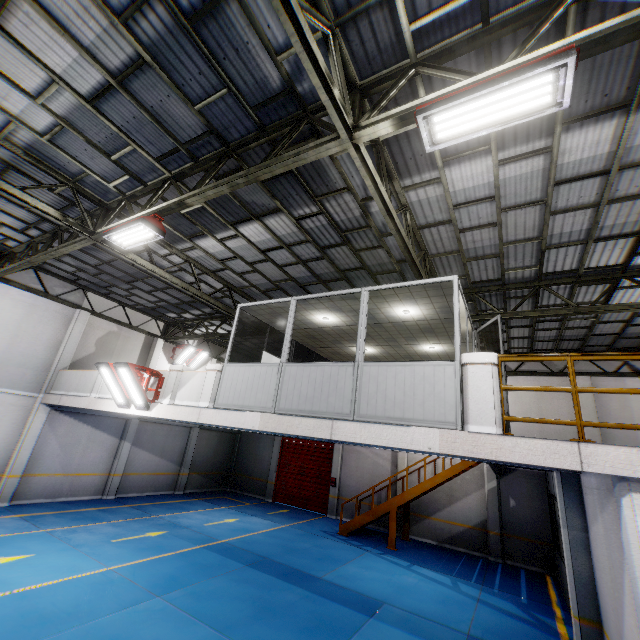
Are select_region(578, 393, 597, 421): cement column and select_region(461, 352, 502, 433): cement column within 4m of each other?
no

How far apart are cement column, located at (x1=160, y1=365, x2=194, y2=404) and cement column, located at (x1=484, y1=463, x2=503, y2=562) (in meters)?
13.63

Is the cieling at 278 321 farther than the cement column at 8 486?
No

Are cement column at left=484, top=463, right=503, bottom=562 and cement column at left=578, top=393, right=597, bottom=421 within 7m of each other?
yes

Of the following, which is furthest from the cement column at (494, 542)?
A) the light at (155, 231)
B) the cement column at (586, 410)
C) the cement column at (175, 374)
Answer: the light at (155, 231)

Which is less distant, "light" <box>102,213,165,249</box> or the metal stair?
"light" <box>102,213,165,249</box>

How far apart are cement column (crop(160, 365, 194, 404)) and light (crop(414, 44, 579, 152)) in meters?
8.6 m

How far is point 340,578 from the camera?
9.7m
